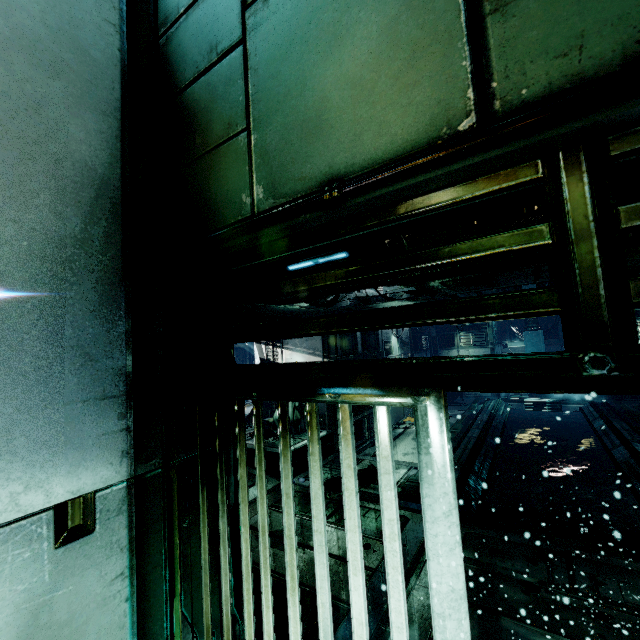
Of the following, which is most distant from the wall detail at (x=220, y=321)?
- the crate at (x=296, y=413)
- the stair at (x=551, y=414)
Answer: the stair at (x=551, y=414)

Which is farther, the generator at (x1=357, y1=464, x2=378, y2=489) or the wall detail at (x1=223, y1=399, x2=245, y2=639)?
the generator at (x1=357, y1=464, x2=378, y2=489)

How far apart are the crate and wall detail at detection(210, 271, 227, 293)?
6.9 meters

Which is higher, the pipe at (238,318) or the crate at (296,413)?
the pipe at (238,318)

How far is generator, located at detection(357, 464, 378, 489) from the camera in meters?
6.9

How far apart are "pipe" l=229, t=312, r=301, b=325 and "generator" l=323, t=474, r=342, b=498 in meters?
3.9

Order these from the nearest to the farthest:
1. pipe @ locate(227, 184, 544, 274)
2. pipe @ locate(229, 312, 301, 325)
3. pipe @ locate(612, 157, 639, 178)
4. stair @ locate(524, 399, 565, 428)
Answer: pipe @ locate(612, 157, 639, 178) < pipe @ locate(227, 184, 544, 274) < pipe @ locate(229, 312, 301, 325) < stair @ locate(524, 399, 565, 428)

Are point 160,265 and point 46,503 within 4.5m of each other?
yes
